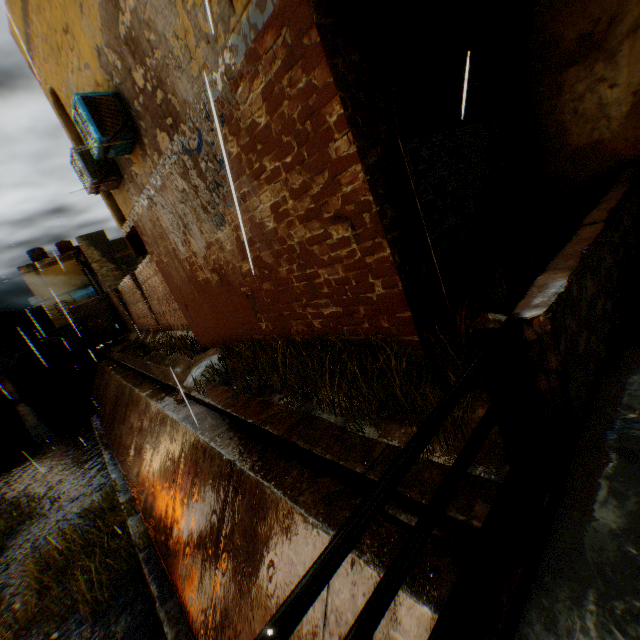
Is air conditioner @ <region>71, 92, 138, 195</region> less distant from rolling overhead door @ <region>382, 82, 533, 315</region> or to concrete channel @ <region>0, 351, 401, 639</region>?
concrete channel @ <region>0, 351, 401, 639</region>

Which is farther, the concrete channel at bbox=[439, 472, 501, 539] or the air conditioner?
the air conditioner

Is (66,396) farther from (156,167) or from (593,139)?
(593,139)

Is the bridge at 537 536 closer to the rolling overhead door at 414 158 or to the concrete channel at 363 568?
the concrete channel at 363 568

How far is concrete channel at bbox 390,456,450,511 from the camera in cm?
271

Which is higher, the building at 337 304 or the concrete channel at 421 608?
the building at 337 304

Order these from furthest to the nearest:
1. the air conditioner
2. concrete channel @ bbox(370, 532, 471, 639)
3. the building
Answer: the air conditioner, the building, concrete channel @ bbox(370, 532, 471, 639)

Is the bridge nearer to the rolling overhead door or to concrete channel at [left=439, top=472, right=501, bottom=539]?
concrete channel at [left=439, top=472, right=501, bottom=539]
